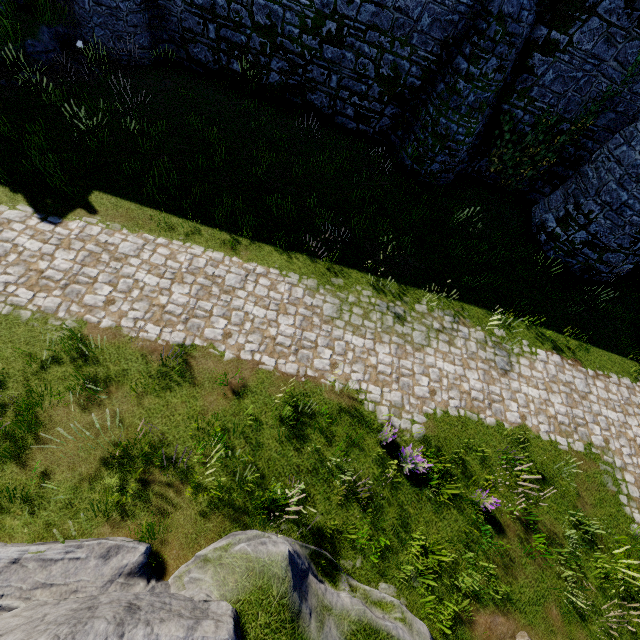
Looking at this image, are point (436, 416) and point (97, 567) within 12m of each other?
yes
